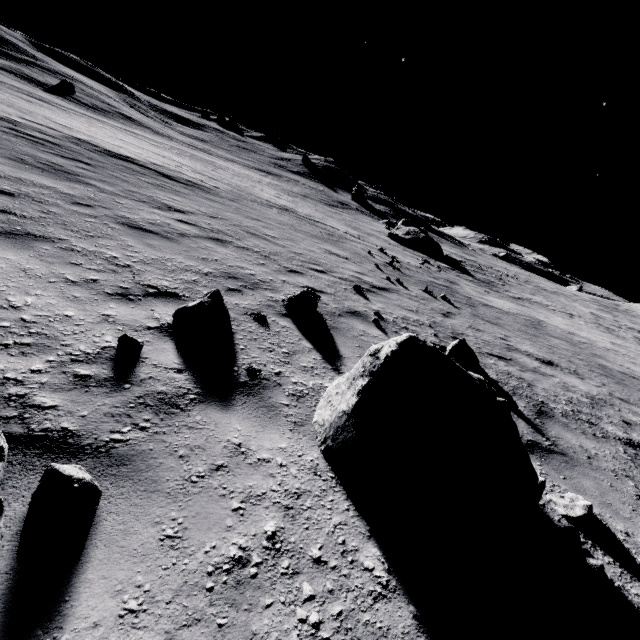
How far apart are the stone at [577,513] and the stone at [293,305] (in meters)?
4.26

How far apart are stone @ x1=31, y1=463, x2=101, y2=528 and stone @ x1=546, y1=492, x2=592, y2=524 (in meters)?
4.45

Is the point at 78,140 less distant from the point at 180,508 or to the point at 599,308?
the point at 180,508

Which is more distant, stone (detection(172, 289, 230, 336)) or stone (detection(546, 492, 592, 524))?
stone (detection(172, 289, 230, 336))

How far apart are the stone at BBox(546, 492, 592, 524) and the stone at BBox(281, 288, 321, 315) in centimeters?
426cm

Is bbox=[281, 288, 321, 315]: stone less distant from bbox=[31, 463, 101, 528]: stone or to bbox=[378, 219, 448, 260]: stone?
bbox=[31, 463, 101, 528]: stone

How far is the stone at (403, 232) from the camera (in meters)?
32.84

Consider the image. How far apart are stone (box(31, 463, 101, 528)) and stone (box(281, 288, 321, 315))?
4.1m
